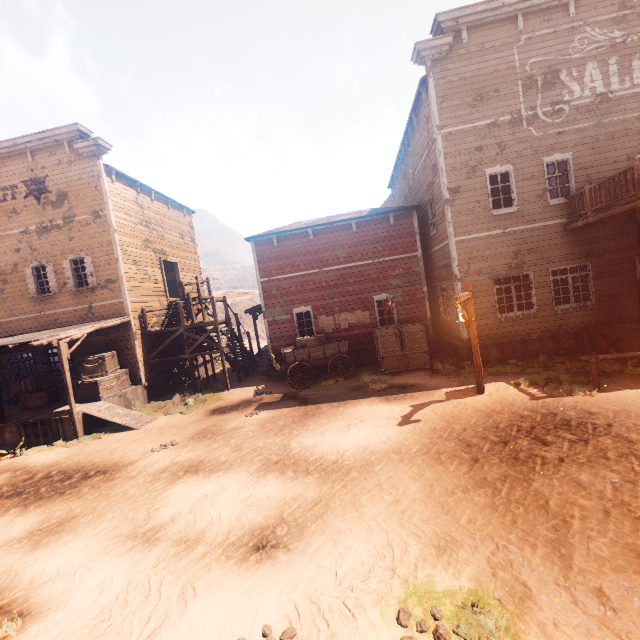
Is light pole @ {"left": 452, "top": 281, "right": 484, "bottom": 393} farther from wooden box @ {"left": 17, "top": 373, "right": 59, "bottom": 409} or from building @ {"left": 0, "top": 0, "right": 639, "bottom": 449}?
wooden box @ {"left": 17, "top": 373, "right": 59, "bottom": 409}

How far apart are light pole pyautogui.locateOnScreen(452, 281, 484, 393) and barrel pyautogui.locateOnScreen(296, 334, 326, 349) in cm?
609

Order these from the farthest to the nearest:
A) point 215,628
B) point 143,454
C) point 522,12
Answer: point 522,12
point 143,454
point 215,628

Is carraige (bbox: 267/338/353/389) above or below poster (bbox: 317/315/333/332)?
below

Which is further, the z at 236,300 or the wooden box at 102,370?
the z at 236,300

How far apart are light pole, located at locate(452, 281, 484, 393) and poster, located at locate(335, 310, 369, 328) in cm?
614

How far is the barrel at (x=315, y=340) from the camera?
13.7m

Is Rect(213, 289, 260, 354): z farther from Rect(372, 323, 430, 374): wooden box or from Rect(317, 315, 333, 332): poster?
Rect(317, 315, 333, 332): poster
